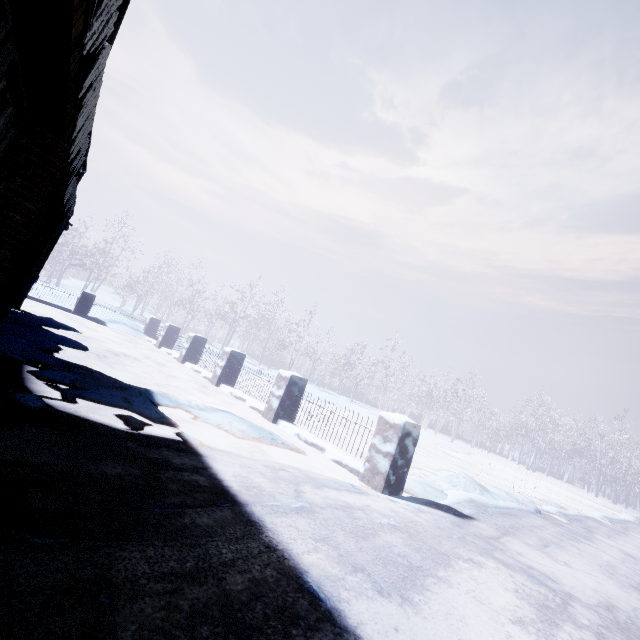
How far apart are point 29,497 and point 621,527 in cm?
1573

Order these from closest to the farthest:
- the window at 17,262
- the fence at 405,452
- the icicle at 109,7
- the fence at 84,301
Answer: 1. the icicle at 109,7
2. the window at 17,262
3. the fence at 405,452
4. the fence at 84,301

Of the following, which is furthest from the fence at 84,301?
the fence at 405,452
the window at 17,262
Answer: the window at 17,262

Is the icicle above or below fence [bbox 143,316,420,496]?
above

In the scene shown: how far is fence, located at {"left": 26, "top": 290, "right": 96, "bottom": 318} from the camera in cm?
1106

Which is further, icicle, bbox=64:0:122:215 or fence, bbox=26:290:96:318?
fence, bbox=26:290:96:318

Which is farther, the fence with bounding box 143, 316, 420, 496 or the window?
the fence with bounding box 143, 316, 420, 496

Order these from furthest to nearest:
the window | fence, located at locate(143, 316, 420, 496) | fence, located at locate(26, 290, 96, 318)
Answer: fence, located at locate(26, 290, 96, 318), fence, located at locate(143, 316, 420, 496), the window
